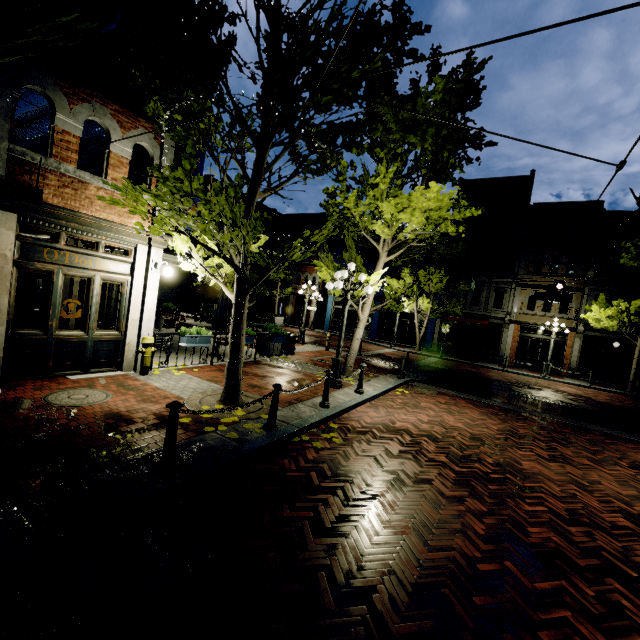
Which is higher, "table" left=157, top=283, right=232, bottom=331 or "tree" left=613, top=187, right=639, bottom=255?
"tree" left=613, top=187, right=639, bottom=255

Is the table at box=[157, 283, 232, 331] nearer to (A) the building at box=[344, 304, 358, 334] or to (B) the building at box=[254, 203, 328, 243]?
(A) the building at box=[344, 304, 358, 334]

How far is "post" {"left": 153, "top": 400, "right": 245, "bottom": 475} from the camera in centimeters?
392cm

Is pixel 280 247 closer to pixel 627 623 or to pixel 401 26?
pixel 401 26

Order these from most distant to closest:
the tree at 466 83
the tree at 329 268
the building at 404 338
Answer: the building at 404 338, the tree at 329 268, the tree at 466 83

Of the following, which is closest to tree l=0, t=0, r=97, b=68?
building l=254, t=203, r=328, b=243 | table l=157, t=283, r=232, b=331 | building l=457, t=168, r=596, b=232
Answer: building l=457, t=168, r=596, b=232

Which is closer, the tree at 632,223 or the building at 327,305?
the tree at 632,223

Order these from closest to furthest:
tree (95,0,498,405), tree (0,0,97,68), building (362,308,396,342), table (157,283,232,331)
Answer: tree (0,0,97,68), tree (95,0,498,405), table (157,283,232,331), building (362,308,396,342)
